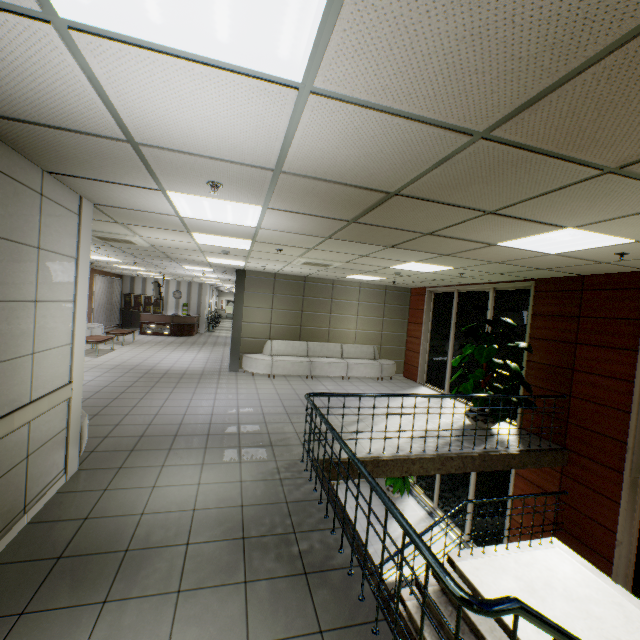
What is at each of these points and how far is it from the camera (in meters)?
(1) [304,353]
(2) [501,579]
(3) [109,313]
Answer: (1) sofa, 10.59
(2) stairs, 5.04
(3) blinds, 17.89

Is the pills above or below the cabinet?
above

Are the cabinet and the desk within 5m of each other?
yes

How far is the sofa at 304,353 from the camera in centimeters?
979cm

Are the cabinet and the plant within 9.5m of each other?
no

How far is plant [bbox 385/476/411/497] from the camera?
9.4 meters

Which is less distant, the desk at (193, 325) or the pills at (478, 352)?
the pills at (478, 352)

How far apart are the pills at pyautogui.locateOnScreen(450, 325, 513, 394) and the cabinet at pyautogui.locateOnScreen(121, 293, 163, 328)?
18.27m
